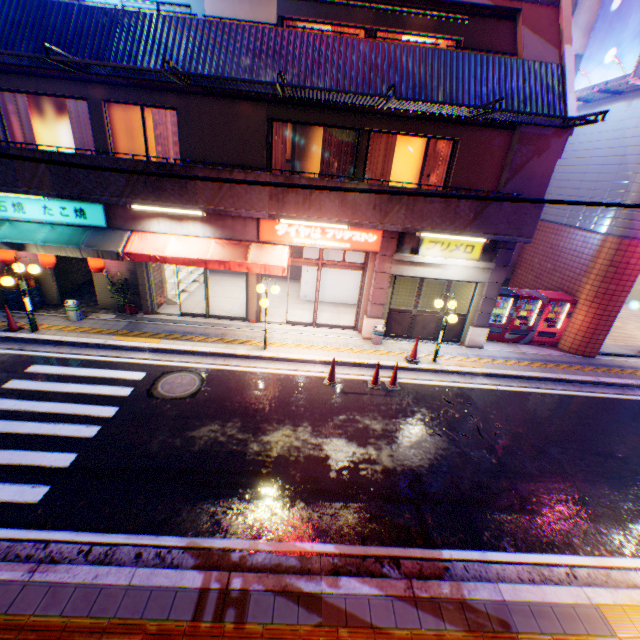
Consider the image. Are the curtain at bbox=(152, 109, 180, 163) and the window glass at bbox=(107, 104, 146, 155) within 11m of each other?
yes

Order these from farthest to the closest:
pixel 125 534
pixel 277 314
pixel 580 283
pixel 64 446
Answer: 1. pixel 277 314
2. pixel 580 283
3. pixel 64 446
4. pixel 125 534

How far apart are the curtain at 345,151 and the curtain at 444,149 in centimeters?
251cm

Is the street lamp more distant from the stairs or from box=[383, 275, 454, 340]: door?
the stairs

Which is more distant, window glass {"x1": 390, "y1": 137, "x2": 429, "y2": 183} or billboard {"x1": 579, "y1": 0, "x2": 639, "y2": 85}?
window glass {"x1": 390, "y1": 137, "x2": 429, "y2": 183}

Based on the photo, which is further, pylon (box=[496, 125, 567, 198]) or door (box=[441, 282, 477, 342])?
door (box=[441, 282, 477, 342])

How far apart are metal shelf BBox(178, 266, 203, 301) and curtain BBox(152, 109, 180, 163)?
3.4 meters

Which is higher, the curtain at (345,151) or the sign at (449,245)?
the curtain at (345,151)
